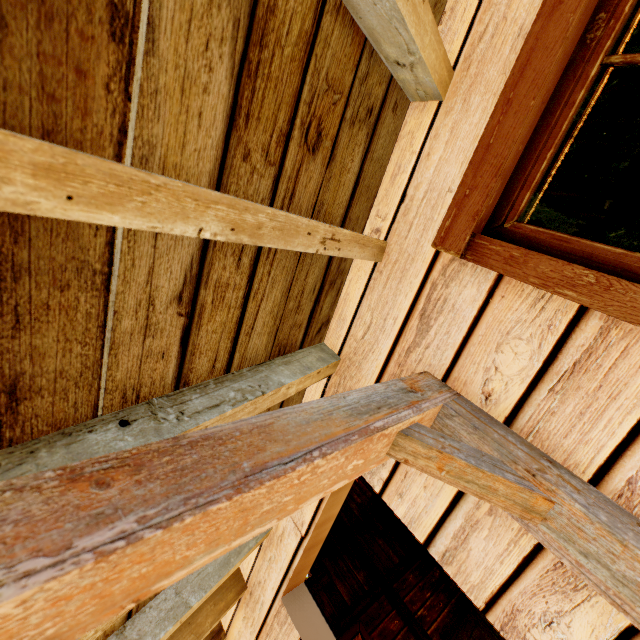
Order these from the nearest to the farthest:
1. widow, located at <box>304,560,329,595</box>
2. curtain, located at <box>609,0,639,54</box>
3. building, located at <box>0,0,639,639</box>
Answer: building, located at <box>0,0,639,639</box>, curtain, located at <box>609,0,639,54</box>, widow, located at <box>304,560,329,595</box>

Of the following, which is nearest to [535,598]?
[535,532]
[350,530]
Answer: [535,532]

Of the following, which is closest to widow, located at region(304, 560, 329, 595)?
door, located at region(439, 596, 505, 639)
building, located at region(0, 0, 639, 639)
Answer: building, located at region(0, 0, 639, 639)

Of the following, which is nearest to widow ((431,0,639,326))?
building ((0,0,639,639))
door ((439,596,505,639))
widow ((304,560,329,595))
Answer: building ((0,0,639,639))

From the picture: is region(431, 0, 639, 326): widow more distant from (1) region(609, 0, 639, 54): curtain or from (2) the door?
(2) the door

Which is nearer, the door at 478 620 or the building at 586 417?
the building at 586 417

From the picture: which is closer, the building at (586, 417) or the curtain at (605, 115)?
the building at (586, 417)

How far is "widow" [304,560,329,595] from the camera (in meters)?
5.14
